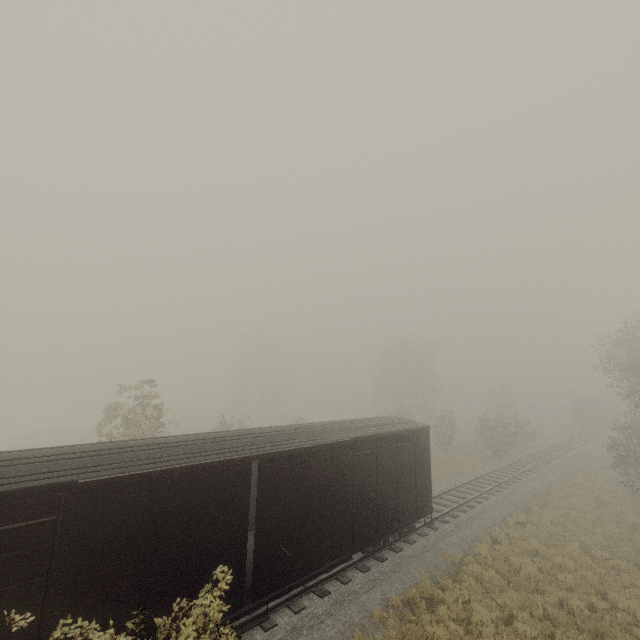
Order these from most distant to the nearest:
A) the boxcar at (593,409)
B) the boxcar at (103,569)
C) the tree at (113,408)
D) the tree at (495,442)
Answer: the boxcar at (593,409) → the tree at (495,442) → the tree at (113,408) → the boxcar at (103,569)

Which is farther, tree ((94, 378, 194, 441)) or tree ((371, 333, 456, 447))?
tree ((371, 333, 456, 447))

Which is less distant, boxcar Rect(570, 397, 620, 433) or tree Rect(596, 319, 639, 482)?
tree Rect(596, 319, 639, 482)

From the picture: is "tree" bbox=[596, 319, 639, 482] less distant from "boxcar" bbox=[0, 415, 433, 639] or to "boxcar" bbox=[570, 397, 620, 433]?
"boxcar" bbox=[0, 415, 433, 639]

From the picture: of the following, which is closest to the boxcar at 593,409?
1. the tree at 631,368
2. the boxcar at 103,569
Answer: the tree at 631,368

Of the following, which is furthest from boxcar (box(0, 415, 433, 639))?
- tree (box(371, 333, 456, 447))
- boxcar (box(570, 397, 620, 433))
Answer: boxcar (box(570, 397, 620, 433))

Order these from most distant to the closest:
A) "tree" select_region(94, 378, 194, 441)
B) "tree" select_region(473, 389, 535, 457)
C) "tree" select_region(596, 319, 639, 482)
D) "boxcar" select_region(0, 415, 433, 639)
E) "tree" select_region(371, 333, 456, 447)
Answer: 1. "tree" select_region(371, 333, 456, 447)
2. "tree" select_region(473, 389, 535, 457)
3. "tree" select_region(596, 319, 639, 482)
4. "tree" select_region(94, 378, 194, 441)
5. "boxcar" select_region(0, 415, 433, 639)

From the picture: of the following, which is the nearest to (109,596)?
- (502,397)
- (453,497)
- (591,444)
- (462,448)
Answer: (453,497)
